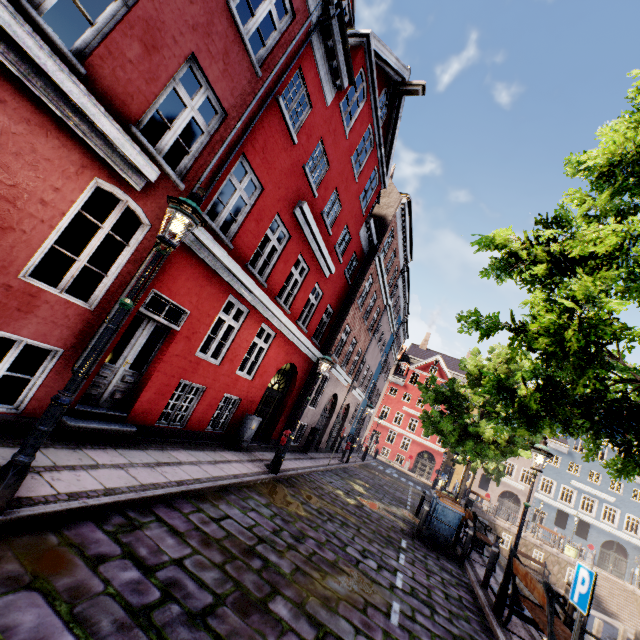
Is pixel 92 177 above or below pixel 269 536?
above

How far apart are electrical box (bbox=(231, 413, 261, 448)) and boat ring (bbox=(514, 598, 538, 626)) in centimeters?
776cm

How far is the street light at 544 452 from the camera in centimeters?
733cm

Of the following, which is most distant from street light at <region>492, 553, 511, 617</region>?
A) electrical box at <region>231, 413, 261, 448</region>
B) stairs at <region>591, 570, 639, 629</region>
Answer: stairs at <region>591, 570, 639, 629</region>

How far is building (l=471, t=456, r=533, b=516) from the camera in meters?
37.8 m

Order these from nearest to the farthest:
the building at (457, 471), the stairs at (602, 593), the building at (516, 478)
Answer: the stairs at (602, 593) → the building at (516, 478) → the building at (457, 471)

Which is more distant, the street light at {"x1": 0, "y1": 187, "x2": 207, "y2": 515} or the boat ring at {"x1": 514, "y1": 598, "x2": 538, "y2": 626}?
the boat ring at {"x1": 514, "y1": 598, "x2": 538, "y2": 626}

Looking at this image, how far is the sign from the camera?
3.9m
